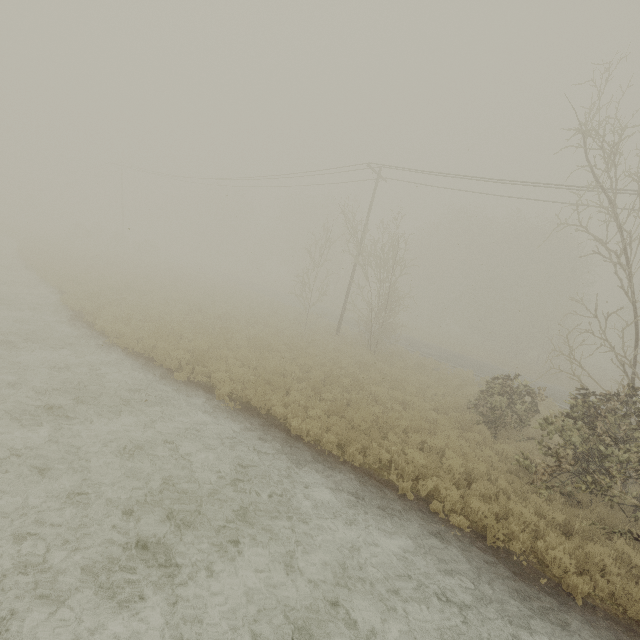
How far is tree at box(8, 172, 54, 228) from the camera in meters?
56.1 m

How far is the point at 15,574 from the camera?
4.6 meters

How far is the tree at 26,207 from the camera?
56.1m
